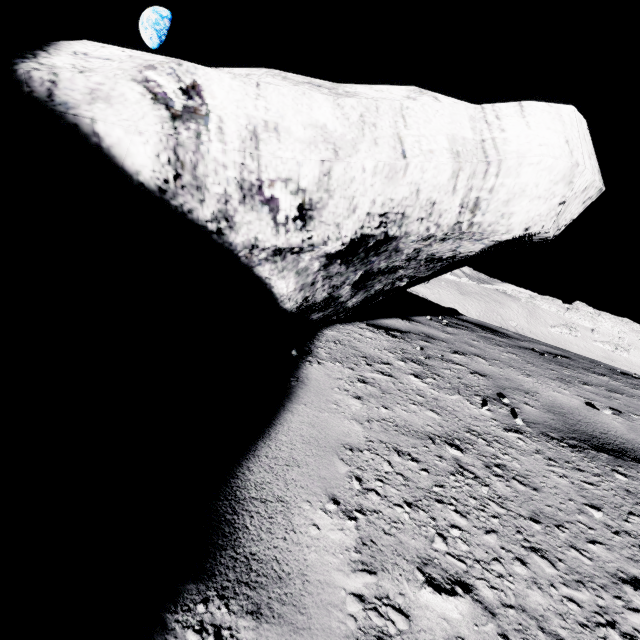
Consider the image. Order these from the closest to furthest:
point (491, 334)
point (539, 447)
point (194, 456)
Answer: point (194, 456), point (539, 447), point (491, 334)
